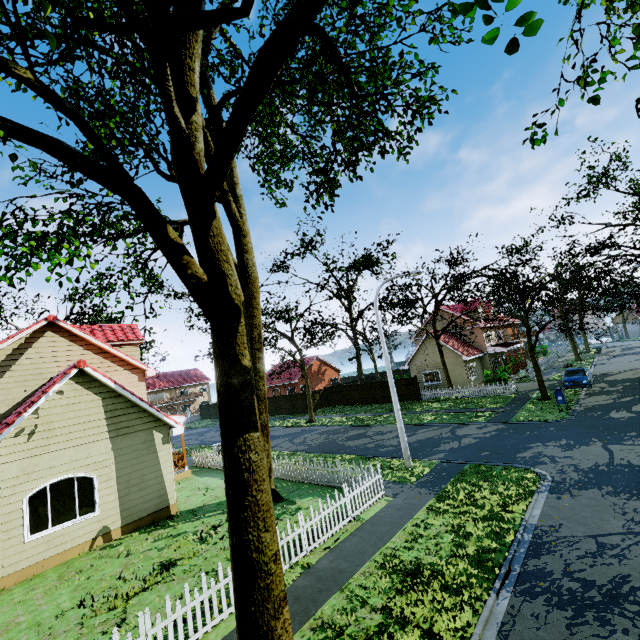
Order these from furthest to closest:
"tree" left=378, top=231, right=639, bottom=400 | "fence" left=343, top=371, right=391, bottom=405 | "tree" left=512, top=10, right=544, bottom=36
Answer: "fence" left=343, top=371, right=391, bottom=405 → "tree" left=378, top=231, right=639, bottom=400 → "tree" left=512, top=10, right=544, bottom=36

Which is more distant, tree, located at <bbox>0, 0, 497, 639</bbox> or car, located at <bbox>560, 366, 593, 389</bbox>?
car, located at <bbox>560, 366, 593, 389</bbox>

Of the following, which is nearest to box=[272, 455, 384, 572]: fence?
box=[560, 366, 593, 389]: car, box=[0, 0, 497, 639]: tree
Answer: box=[0, 0, 497, 639]: tree

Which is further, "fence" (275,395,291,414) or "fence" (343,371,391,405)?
"fence" (275,395,291,414)

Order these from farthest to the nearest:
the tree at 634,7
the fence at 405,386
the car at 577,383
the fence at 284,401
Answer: the fence at 284,401 < the fence at 405,386 < the car at 577,383 < the tree at 634,7

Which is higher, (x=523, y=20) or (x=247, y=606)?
(x=523, y=20)

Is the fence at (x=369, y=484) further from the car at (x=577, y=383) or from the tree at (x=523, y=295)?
the car at (x=577, y=383)
